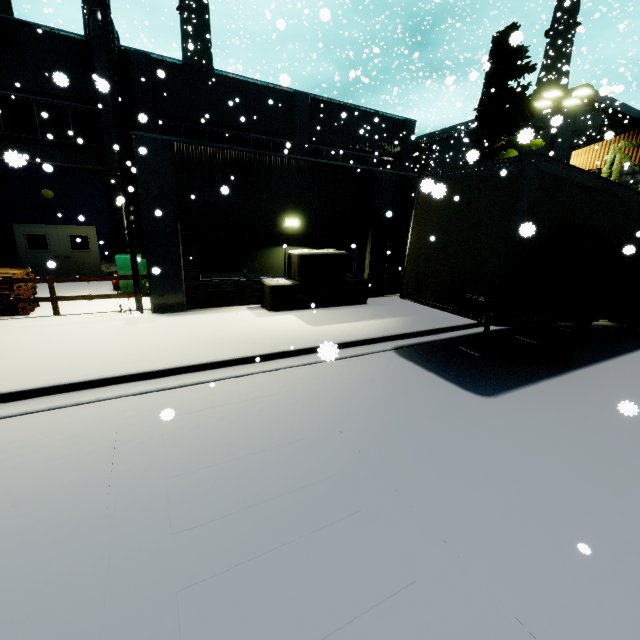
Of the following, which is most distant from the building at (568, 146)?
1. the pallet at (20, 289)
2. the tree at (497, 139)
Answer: the pallet at (20, 289)

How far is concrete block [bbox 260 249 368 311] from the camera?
10.59m

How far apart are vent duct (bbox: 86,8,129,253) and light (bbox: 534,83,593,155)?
19.7m

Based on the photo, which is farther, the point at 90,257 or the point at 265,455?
the point at 90,257

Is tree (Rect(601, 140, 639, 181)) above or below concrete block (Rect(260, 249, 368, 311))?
above

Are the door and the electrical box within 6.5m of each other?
yes

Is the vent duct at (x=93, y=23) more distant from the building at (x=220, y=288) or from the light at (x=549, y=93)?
the light at (x=549, y=93)

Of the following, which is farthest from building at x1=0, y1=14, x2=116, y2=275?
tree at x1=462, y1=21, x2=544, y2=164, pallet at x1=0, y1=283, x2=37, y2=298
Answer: pallet at x1=0, y1=283, x2=37, y2=298
